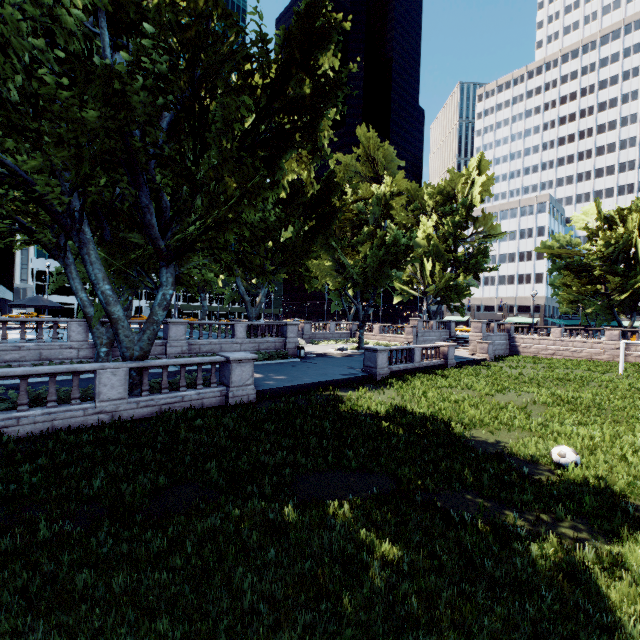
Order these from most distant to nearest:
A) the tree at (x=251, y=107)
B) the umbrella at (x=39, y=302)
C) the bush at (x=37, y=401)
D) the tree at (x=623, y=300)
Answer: the tree at (x=623, y=300)
the umbrella at (x=39, y=302)
the bush at (x=37, y=401)
the tree at (x=251, y=107)

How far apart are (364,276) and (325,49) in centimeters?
2318cm

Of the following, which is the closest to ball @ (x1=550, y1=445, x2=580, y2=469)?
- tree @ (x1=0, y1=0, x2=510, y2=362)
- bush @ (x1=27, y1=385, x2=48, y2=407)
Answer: tree @ (x1=0, y1=0, x2=510, y2=362)

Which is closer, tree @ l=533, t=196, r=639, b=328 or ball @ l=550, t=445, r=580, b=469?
ball @ l=550, t=445, r=580, b=469

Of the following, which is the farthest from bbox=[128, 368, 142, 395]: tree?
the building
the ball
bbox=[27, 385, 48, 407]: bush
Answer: the building

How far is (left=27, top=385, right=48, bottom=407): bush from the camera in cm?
1097

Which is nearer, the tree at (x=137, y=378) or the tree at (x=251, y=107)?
the tree at (x=251, y=107)

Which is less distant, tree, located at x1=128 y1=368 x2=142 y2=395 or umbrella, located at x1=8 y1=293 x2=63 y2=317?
tree, located at x1=128 y1=368 x2=142 y2=395
